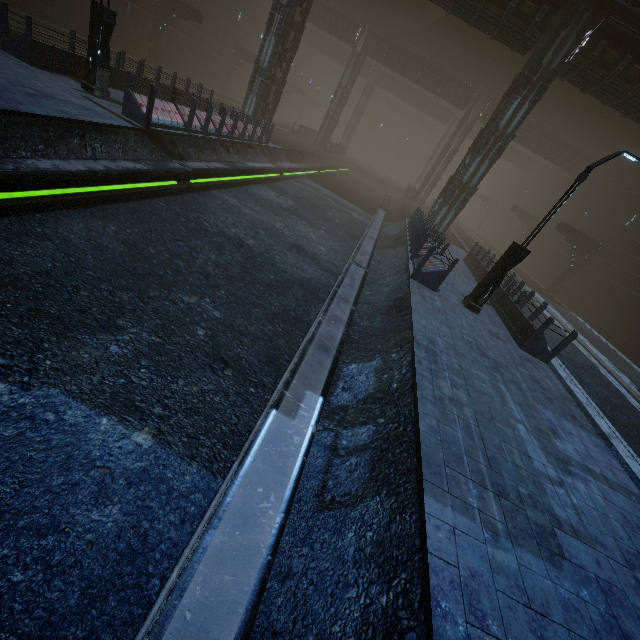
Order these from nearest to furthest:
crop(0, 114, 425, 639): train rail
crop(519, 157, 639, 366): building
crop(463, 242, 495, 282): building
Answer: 1. crop(0, 114, 425, 639): train rail
2. crop(463, 242, 495, 282): building
3. crop(519, 157, 639, 366): building

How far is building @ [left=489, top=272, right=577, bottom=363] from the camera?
9.8 meters

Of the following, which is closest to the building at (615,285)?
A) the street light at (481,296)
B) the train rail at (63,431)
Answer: the train rail at (63,431)

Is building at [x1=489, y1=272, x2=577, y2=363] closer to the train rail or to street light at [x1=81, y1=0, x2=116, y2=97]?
the train rail

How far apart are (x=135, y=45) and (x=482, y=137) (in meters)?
27.00

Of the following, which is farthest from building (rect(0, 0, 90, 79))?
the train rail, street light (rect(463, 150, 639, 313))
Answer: street light (rect(463, 150, 639, 313))

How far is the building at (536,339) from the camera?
9.8 meters
